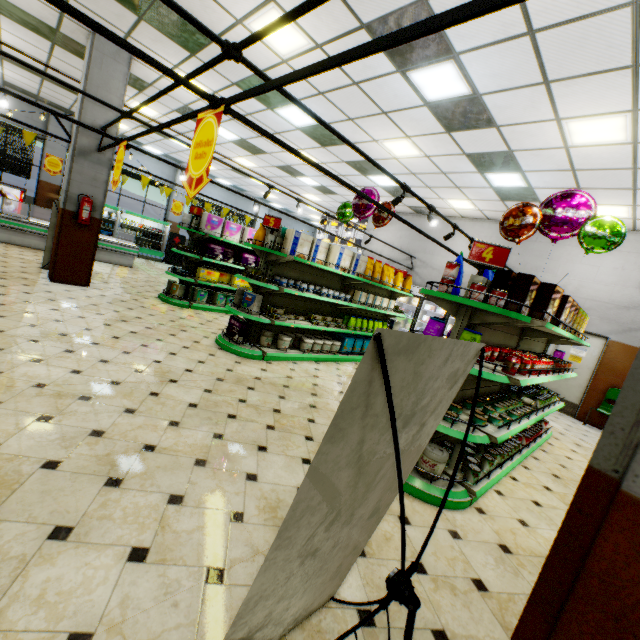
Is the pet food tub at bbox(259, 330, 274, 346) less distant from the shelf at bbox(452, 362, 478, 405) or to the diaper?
the shelf at bbox(452, 362, 478, 405)

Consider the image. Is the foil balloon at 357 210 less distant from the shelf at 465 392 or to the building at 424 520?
the building at 424 520

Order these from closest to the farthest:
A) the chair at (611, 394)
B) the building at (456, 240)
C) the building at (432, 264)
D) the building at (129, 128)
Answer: the building at (129, 128)
the chair at (611, 394)
the building at (456, 240)
the building at (432, 264)

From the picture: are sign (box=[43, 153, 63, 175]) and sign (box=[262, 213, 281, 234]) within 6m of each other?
no

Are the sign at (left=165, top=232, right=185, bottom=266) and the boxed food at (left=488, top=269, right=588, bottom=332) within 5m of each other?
no

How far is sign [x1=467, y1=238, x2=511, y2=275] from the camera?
3.1 meters

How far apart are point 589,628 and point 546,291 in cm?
337

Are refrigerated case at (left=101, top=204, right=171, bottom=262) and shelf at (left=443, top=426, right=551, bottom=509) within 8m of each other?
no
